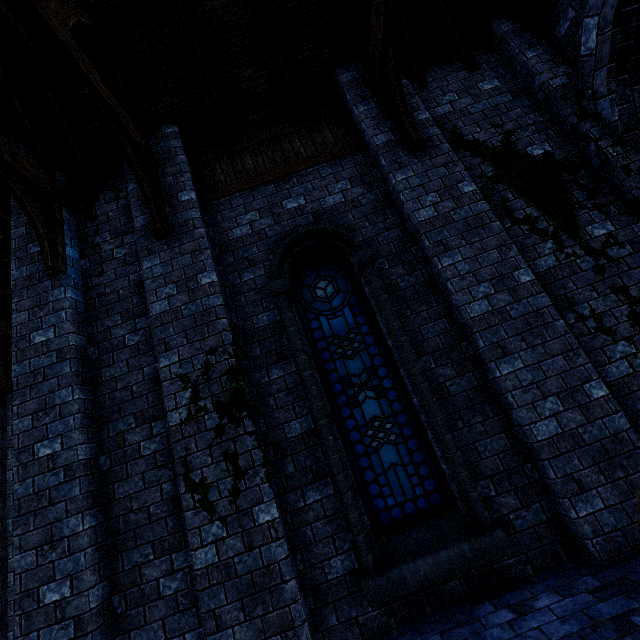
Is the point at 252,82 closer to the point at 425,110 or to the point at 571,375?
the point at 425,110

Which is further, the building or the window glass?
the window glass

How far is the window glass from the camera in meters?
4.0 m

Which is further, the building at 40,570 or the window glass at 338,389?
the window glass at 338,389

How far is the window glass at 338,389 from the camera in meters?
4.0
